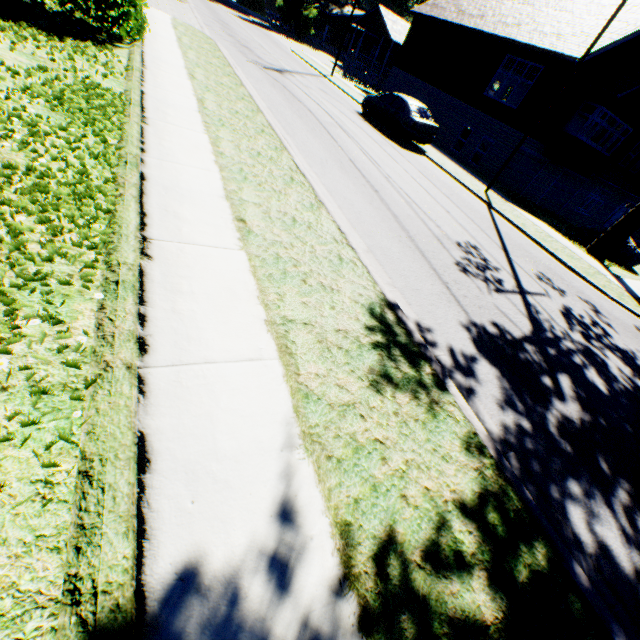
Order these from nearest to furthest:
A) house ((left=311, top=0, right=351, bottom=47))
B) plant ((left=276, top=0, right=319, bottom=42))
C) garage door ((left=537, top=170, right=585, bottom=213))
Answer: garage door ((left=537, top=170, right=585, bottom=213)) < plant ((left=276, top=0, right=319, bottom=42)) < house ((left=311, top=0, right=351, bottom=47))

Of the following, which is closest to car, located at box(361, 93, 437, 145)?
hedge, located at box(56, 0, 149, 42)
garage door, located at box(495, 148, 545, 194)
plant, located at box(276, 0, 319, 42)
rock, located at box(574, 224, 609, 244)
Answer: garage door, located at box(495, 148, 545, 194)

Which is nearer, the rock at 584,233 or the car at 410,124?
the rock at 584,233

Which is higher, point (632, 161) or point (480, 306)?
point (632, 161)

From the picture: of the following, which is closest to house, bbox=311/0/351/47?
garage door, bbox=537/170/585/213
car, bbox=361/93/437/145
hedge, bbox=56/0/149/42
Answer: car, bbox=361/93/437/145

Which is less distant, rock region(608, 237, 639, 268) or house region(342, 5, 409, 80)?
rock region(608, 237, 639, 268)

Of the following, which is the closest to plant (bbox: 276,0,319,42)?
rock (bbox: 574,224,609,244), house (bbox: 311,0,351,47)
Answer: house (bbox: 311,0,351,47)

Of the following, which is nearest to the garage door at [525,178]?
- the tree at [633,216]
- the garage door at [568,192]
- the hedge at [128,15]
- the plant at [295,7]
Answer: the garage door at [568,192]
